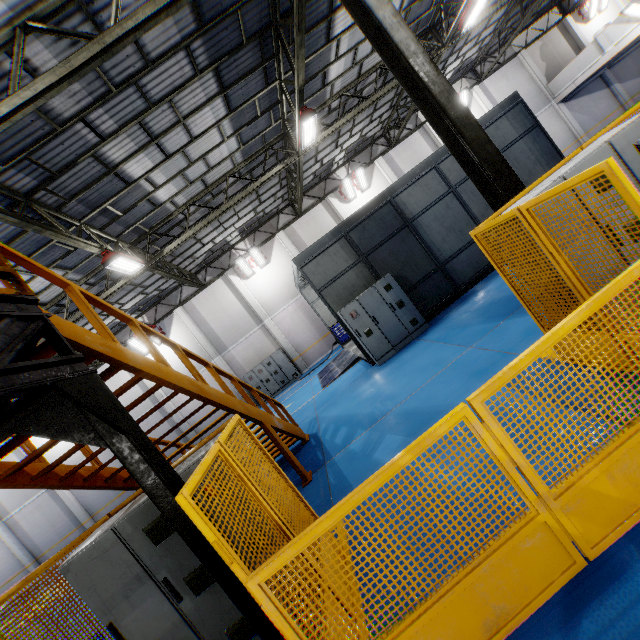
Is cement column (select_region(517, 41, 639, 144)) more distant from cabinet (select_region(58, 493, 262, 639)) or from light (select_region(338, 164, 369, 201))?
cabinet (select_region(58, 493, 262, 639))

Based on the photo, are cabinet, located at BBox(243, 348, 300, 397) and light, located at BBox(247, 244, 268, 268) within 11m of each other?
yes

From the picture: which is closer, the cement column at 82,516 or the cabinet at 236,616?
the cabinet at 236,616

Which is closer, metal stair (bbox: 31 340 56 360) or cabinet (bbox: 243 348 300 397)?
metal stair (bbox: 31 340 56 360)

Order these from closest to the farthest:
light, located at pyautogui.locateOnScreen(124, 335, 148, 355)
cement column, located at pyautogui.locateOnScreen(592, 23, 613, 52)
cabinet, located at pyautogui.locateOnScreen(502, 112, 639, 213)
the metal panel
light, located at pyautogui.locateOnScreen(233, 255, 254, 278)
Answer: the metal panel, cabinet, located at pyautogui.locateOnScreen(502, 112, 639, 213), cement column, located at pyautogui.locateOnScreen(592, 23, 613, 52), light, located at pyautogui.locateOnScreen(124, 335, 148, 355), light, located at pyautogui.locateOnScreen(233, 255, 254, 278)

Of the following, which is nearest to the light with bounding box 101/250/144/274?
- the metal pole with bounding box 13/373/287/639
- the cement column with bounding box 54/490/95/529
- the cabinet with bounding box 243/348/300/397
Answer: the metal pole with bounding box 13/373/287/639

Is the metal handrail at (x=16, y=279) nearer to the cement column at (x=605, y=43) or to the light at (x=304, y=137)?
the light at (x=304, y=137)

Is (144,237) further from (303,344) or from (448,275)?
(448,275)
